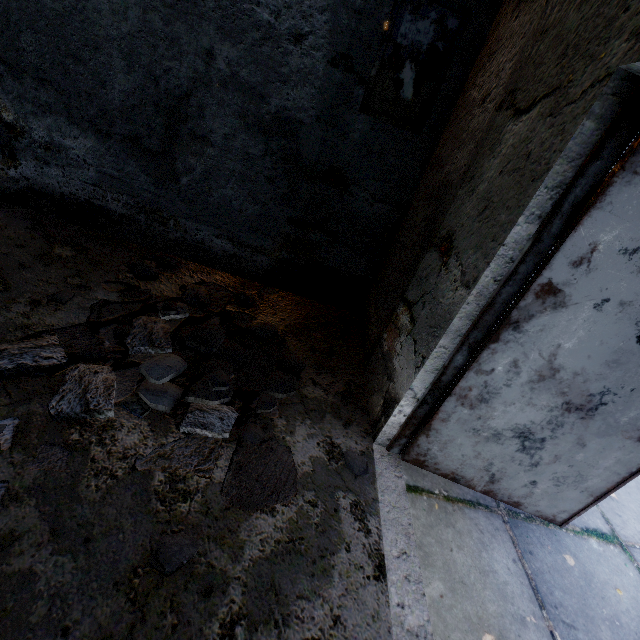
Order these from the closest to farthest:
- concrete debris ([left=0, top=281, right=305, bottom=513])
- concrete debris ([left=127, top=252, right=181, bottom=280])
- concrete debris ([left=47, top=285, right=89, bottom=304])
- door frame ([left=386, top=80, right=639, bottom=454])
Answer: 1. door frame ([left=386, top=80, right=639, bottom=454])
2. concrete debris ([left=0, top=281, right=305, bottom=513])
3. concrete debris ([left=47, top=285, right=89, bottom=304])
4. concrete debris ([left=127, top=252, right=181, bottom=280])

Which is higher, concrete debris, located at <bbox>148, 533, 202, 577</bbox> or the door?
the door

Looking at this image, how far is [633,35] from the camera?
1.1m

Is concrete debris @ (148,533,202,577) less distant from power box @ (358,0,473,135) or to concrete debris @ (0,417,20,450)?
concrete debris @ (0,417,20,450)

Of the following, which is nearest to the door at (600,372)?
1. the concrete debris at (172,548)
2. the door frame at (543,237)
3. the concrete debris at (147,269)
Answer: the door frame at (543,237)

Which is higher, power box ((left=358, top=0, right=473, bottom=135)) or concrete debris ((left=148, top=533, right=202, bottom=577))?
power box ((left=358, top=0, right=473, bottom=135))

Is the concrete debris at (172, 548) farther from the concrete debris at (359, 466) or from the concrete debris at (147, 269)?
the concrete debris at (359, 466)

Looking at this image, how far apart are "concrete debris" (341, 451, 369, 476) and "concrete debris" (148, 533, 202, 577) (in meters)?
0.92
